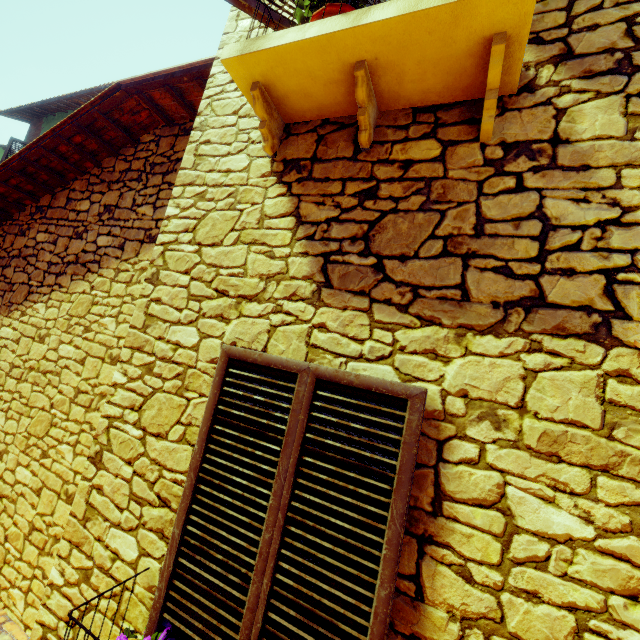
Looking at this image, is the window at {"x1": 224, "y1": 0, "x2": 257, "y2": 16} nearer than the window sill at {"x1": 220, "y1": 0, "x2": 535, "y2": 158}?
No

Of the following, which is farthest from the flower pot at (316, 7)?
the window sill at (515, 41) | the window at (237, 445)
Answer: the window at (237, 445)

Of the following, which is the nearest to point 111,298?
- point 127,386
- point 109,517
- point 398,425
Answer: point 127,386

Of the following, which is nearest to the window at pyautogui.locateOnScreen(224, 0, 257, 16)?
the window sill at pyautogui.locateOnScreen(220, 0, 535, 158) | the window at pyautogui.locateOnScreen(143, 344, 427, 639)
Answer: the window sill at pyautogui.locateOnScreen(220, 0, 535, 158)

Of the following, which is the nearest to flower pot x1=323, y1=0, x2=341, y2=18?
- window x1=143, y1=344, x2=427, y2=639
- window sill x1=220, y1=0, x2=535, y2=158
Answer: window sill x1=220, y1=0, x2=535, y2=158

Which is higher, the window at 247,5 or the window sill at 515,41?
the window at 247,5
